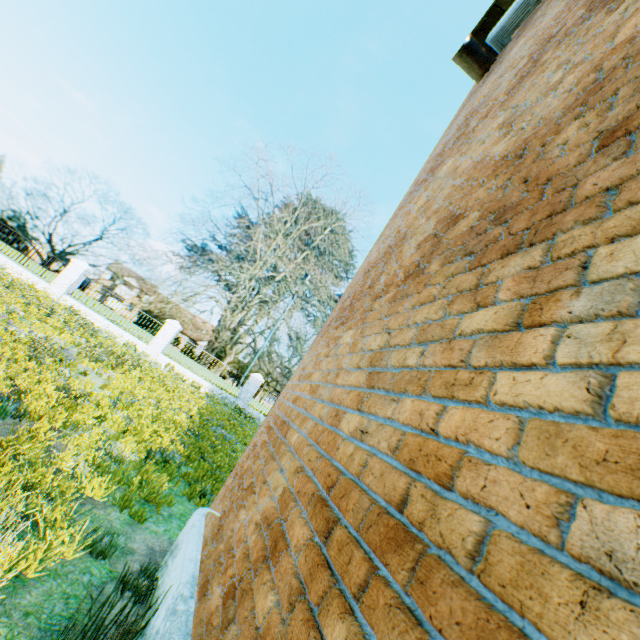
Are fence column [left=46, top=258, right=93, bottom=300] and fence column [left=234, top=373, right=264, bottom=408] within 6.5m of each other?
no

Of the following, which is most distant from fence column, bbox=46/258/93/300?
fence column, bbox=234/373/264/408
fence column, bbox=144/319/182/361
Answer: fence column, bbox=234/373/264/408

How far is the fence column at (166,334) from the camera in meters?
17.4

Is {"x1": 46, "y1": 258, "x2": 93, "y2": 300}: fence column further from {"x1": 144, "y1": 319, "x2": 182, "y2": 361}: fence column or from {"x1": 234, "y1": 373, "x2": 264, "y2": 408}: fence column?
{"x1": 234, "y1": 373, "x2": 264, "y2": 408}: fence column

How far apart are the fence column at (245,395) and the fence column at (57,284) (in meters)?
10.29

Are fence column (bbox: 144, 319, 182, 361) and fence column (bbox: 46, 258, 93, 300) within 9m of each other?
yes

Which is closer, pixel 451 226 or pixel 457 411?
pixel 457 411

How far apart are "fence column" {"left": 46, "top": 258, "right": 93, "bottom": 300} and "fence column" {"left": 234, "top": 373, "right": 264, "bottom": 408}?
10.29m
